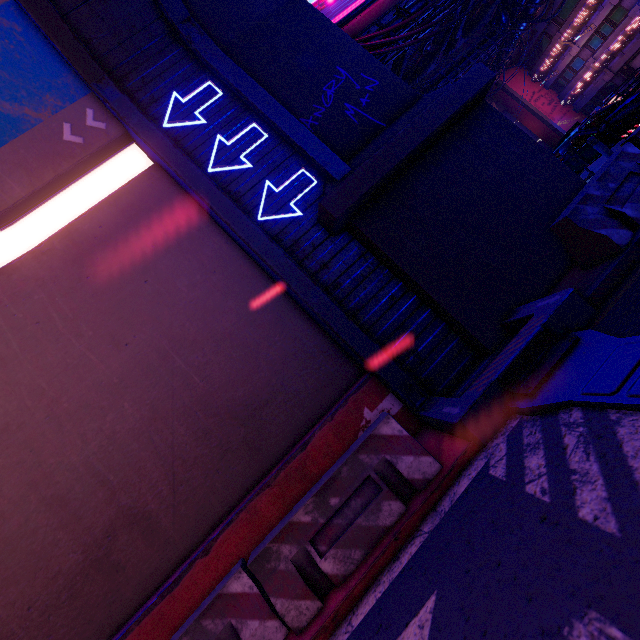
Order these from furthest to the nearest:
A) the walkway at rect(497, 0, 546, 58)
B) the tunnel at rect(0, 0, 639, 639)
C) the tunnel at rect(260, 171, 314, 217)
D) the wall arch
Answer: the walkway at rect(497, 0, 546, 58)
the tunnel at rect(260, 171, 314, 217)
the wall arch
the tunnel at rect(0, 0, 639, 639)

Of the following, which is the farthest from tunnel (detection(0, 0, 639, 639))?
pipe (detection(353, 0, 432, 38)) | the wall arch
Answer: pipe (detection(353, 0, 432, 38))

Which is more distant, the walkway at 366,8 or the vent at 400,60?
the vent at 400,60

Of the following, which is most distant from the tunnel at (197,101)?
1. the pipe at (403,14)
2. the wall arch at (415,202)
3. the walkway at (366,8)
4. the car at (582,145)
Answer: the car at (582,145)

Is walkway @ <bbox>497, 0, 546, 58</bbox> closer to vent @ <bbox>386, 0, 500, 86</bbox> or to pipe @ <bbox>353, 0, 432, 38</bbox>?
pipe @ <bbox>353, 0, 432, 38</bbox>

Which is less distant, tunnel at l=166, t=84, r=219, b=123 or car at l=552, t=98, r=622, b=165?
tunnel at l=166, t=84, r=219, b=123

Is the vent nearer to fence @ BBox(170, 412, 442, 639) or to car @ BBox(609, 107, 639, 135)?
car @ BBox(609, 107, 639, 135)

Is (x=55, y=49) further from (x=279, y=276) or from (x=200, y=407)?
(x=200, y=407)
